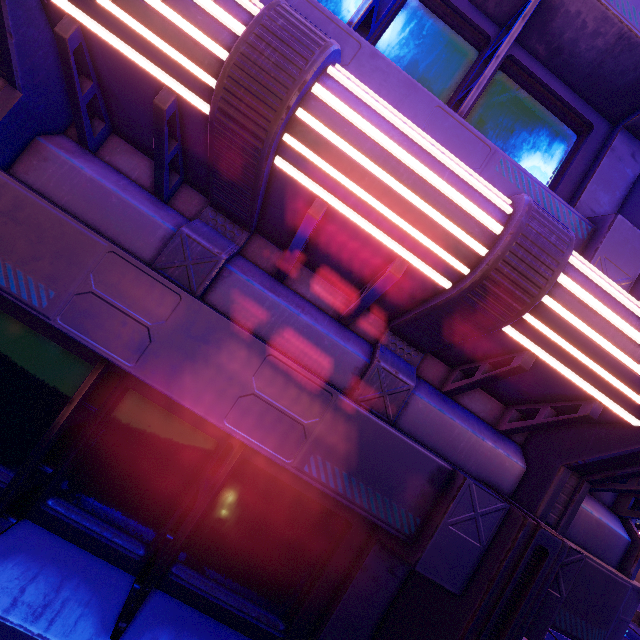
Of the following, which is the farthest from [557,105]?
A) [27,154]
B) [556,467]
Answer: [27,154]
